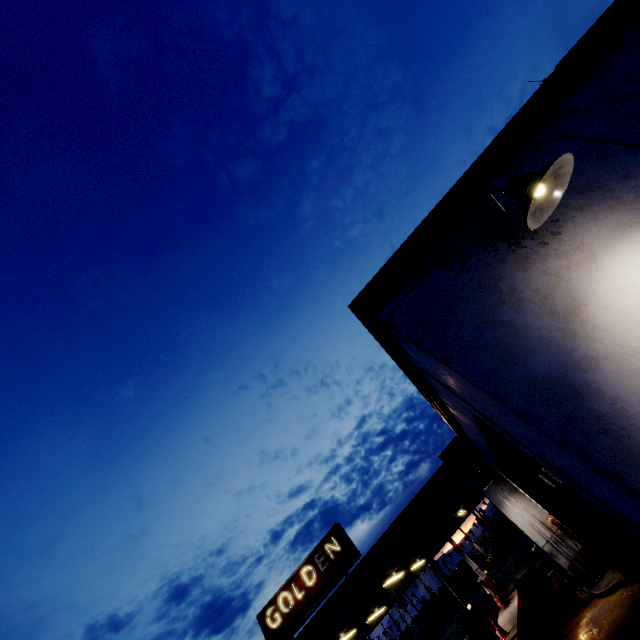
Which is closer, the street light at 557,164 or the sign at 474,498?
the street light at 557,164

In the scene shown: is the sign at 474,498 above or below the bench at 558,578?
above

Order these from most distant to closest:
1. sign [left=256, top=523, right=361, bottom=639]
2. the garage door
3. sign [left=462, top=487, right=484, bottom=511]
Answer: sign [left=256, top=523, right=361, bottom=639] → sign [left=462, top=487, right=484, bottom=511] → the garage door

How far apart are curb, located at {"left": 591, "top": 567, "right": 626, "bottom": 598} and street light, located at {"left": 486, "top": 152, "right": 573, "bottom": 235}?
10.33m

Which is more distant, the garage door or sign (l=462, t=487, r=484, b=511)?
sign (l=462, t=487, r=484, b=511)

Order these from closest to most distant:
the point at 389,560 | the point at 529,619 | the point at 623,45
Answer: the point at 623,45 → the point at 389,560 → the point at 529,619

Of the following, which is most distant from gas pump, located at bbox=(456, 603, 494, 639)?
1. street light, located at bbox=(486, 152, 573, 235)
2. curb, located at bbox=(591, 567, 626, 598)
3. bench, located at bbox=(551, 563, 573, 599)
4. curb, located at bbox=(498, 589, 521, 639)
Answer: street light, located at bbox=(486, 152, 573, 235)

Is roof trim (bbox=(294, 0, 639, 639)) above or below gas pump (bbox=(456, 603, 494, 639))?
above
